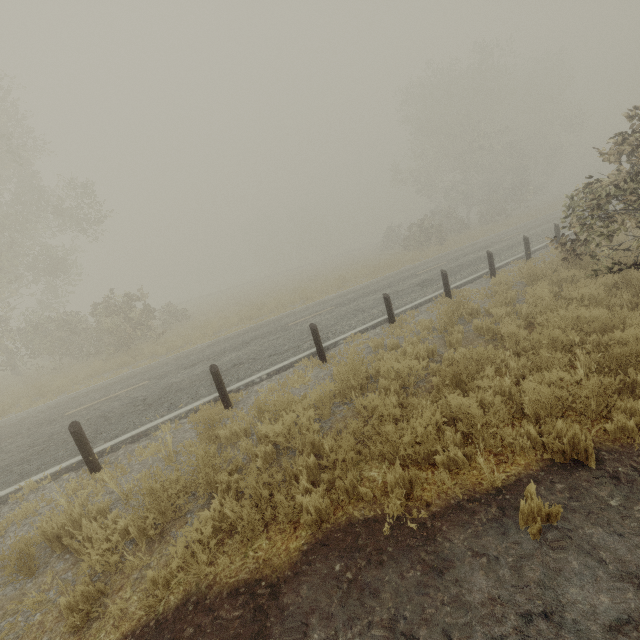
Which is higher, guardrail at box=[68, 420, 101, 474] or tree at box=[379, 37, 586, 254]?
tree at box=[379, 37, 586, 254]

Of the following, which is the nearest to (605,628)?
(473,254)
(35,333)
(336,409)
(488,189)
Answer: (336,409)

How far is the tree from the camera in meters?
31.9

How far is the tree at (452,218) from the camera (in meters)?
31.86

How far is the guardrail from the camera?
5.7 meters

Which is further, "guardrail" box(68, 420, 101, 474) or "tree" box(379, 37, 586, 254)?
"tree" box(379, 37, 586, 254)

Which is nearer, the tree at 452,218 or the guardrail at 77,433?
the guardrail at 77,433
